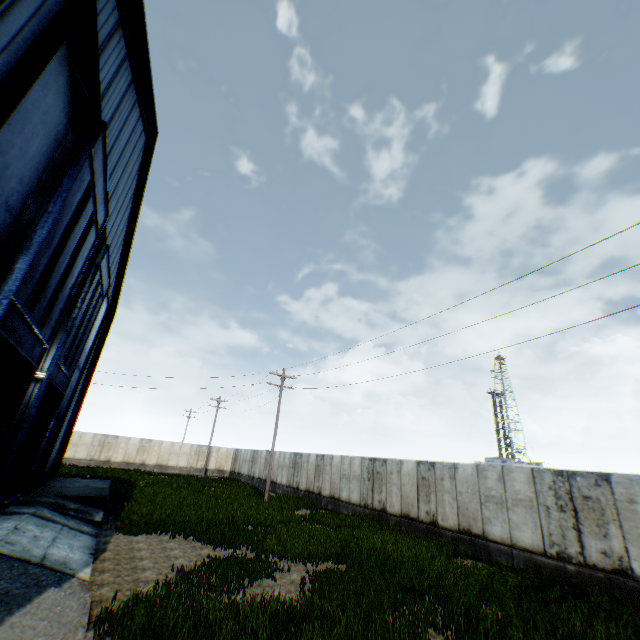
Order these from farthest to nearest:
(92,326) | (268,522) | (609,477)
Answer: (92,326)
(268,522)
(609,477)

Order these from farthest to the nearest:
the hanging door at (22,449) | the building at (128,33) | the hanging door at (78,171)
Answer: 1. the hanging door at (22,449)
2. the hanging door at (78,171)
3. the building at (128,33)

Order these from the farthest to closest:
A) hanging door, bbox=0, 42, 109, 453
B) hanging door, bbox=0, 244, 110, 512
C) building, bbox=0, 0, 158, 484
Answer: hanging door, bbox=0, 244, 110, 512
hanging door, bbox=0, 42, 109, 453
building, bbox=0, 0, 158, 484

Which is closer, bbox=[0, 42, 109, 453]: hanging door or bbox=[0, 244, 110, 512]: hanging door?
bbox=[0, 42, 109, 453]: hanging door

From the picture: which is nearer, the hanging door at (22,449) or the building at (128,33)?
the building at (128,33)

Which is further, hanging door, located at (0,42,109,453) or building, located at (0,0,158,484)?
hanging door, located at (0,42,109,453)
